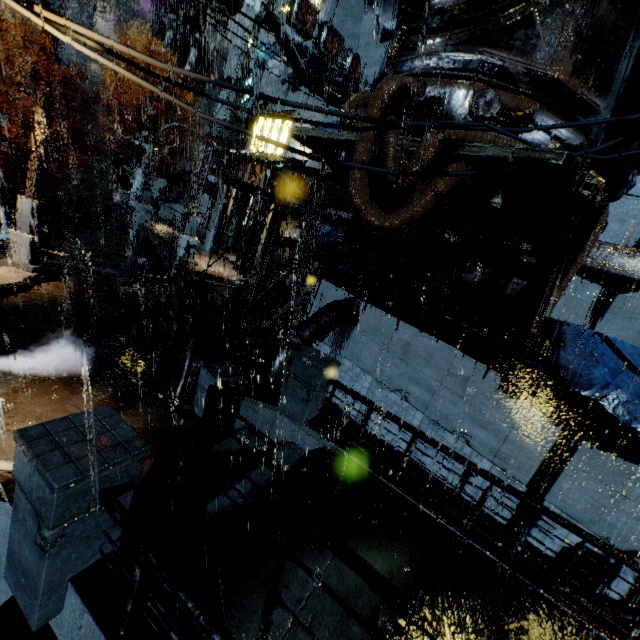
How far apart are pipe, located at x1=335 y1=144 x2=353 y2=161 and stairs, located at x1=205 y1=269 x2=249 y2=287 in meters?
12.3 m

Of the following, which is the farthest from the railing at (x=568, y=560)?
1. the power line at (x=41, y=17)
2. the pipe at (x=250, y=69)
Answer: the pipe at (x=250, y=69)

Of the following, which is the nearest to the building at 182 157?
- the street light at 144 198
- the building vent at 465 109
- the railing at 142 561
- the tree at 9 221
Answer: the building vent at 465 109

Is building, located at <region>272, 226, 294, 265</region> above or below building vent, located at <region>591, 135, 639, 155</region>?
below

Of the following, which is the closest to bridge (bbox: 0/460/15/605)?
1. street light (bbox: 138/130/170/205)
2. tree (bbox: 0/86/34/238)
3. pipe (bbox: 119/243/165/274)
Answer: pipe (bbox: 119/243/165/274)

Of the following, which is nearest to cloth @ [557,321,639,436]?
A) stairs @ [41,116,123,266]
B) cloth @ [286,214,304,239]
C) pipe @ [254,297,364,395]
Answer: pipe @ [254,297,364,395]

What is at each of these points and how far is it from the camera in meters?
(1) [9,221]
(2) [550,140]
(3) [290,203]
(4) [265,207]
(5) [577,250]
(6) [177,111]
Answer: (1) tree, 22.5
(2) building vent, 7.0
(3) scaffolding, 8.8
(4) building, 22.0
(5) building vent, 7.2
(6) pipe, 41.6

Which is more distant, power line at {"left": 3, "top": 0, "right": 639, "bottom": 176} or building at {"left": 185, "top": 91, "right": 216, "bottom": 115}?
building at {"left": 185, "top": 91, "right": 216, "bottom": 115}
